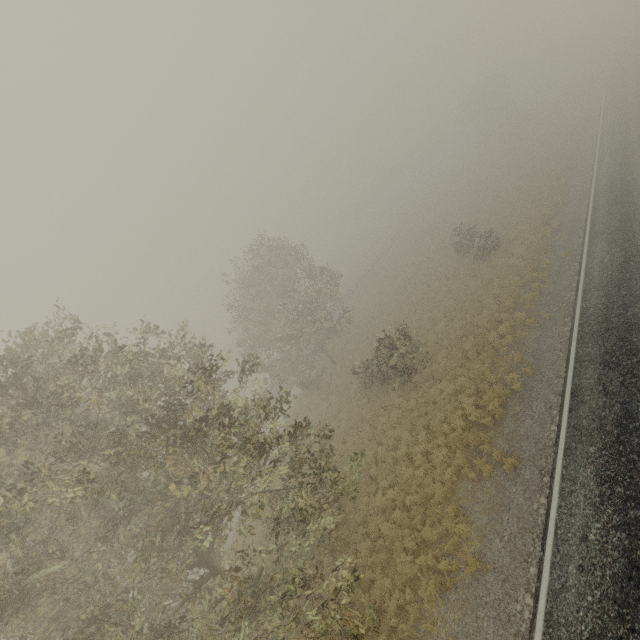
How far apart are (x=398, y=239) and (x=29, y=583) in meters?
56.1 m
